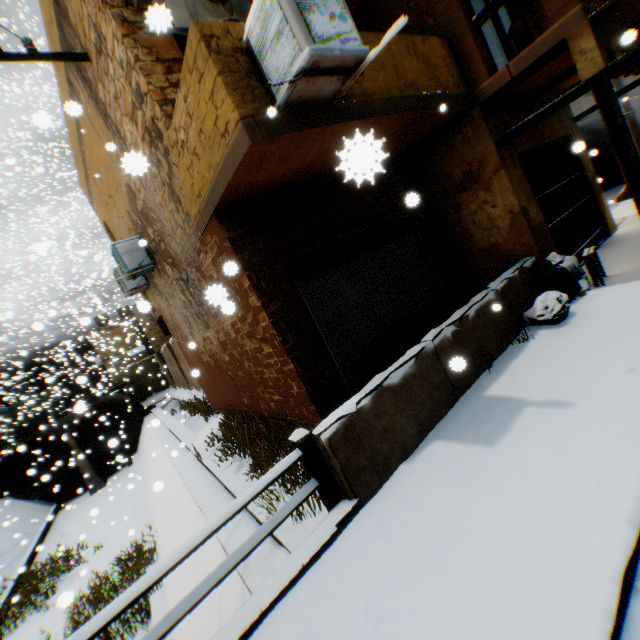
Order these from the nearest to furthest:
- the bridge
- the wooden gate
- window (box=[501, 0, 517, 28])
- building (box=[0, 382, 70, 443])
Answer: the bridge → the wooden gate → window (box=[501, 0, 517, 28]) → building (box=[0, 382, 70, 443])

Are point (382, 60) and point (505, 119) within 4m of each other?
Answer: yes

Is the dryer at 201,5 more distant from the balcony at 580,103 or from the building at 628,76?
the balcony at 580,103

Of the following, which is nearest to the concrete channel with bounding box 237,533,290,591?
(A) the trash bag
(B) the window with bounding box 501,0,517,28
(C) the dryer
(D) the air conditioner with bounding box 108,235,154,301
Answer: (D) the air conditioner with bounding box 108,235,154,301

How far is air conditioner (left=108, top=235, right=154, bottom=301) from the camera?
8.16m

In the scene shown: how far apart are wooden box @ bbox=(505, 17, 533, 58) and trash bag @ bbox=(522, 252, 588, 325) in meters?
3.4 m

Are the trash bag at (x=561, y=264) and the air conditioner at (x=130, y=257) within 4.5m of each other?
no

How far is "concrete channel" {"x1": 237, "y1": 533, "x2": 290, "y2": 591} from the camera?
3.97m
